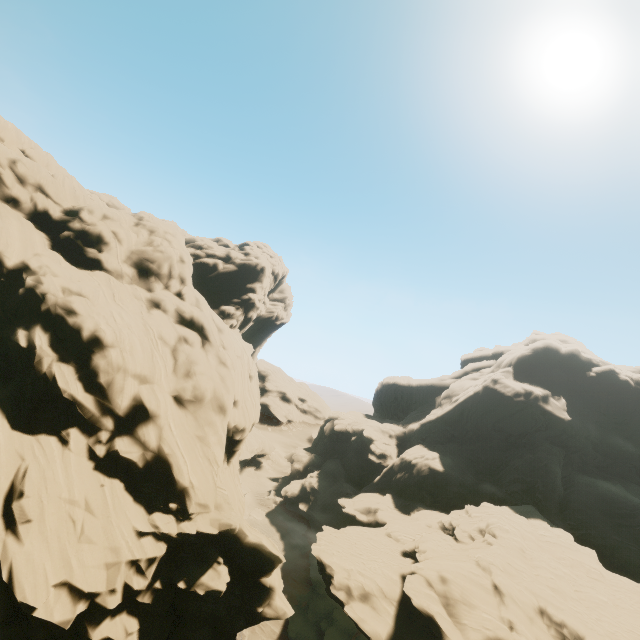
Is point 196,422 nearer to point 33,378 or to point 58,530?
point 58,530
